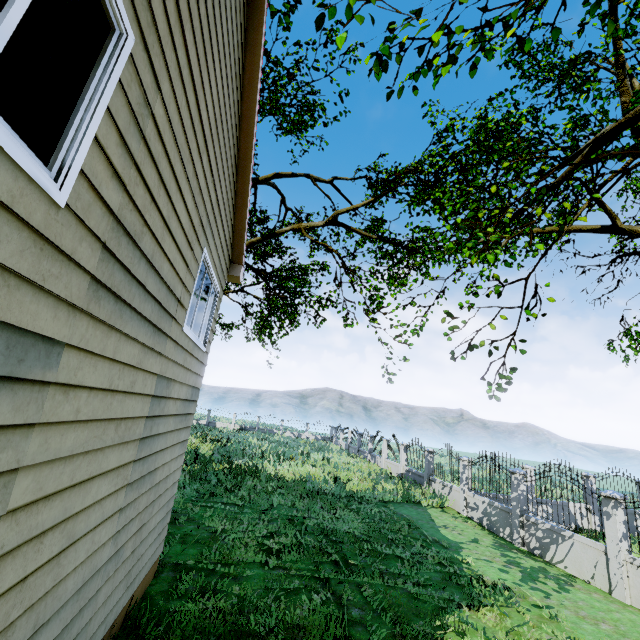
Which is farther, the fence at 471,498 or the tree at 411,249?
the fence at 471,498

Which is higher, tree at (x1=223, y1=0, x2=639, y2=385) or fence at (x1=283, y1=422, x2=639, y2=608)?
tree at (x1=223, y1=0, x2=639, y2=385)

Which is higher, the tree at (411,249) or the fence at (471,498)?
the tree at (411,249)

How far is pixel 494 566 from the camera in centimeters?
852cm

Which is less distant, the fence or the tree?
the tree
